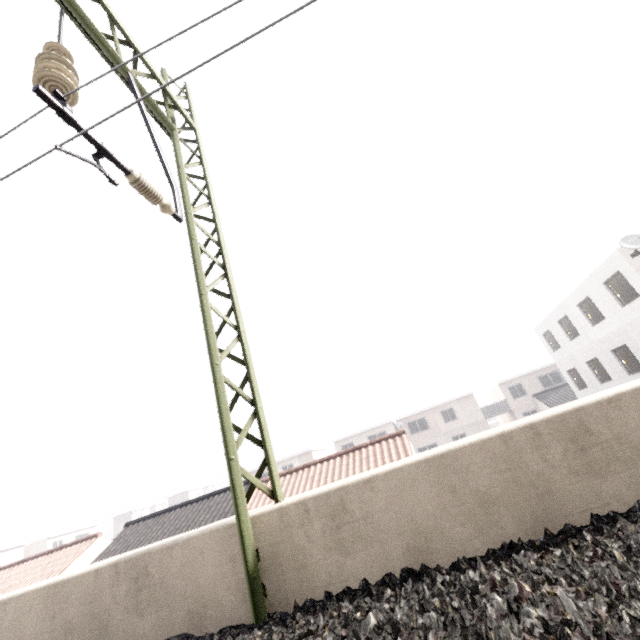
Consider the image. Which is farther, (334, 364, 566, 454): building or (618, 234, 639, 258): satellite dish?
(334, 364, 566, 454): building

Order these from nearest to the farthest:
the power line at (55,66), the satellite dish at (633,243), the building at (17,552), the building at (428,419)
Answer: the power line at (55,66), the satellite dish at (633,243), the building at (428,419), the building at (17,552)

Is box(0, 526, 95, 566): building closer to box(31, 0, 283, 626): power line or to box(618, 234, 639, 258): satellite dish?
box(31, 0, 283, 626): power line

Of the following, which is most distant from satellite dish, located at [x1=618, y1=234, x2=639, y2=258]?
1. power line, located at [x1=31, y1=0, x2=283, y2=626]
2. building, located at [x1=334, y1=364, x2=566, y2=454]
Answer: building, located at [x1=334, y1=364, x2=566, y2=454]

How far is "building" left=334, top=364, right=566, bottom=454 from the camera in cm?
3572

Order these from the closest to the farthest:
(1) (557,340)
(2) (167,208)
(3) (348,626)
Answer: (3) (348,626)
(2) (167,208)
(1) (557,340)

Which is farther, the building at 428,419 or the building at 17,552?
the building at 17,552

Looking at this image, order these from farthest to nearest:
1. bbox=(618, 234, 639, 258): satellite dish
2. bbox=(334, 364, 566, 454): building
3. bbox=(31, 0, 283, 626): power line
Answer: bbox=(334, 364, 566, 454): building → bbox=(618, 234, 639, 258): satellite dish → bbox=(31, 0, 283, 626): power line
